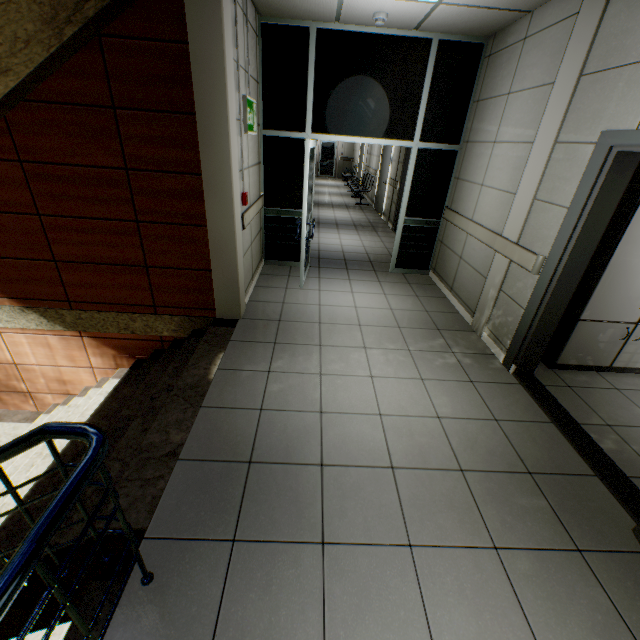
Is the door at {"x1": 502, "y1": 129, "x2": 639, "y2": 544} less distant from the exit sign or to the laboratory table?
the laboratory table

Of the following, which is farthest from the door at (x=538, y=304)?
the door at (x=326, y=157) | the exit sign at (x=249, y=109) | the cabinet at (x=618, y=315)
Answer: the door at (x=326, y=157)

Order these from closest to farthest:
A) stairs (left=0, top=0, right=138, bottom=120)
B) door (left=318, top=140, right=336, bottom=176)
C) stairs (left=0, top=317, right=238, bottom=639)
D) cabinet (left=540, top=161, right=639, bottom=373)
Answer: stairs (left=0, top=317, right=238, bottom=639), stairs (left=0, top=0, right=138, bottom=120), cabinet (left=540, top=161, right=639, bottom=373), door (left=318, top=140, right=336, bottom=176)

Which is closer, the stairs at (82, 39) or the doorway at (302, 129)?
the stairs at (82, 39)

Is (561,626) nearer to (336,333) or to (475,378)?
(475,378)

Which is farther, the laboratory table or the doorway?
the doorway

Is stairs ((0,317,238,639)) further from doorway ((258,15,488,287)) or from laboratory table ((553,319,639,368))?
laboratory table ((553,319,639,368))

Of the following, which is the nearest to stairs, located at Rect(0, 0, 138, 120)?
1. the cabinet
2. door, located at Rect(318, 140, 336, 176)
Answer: the cabinet
